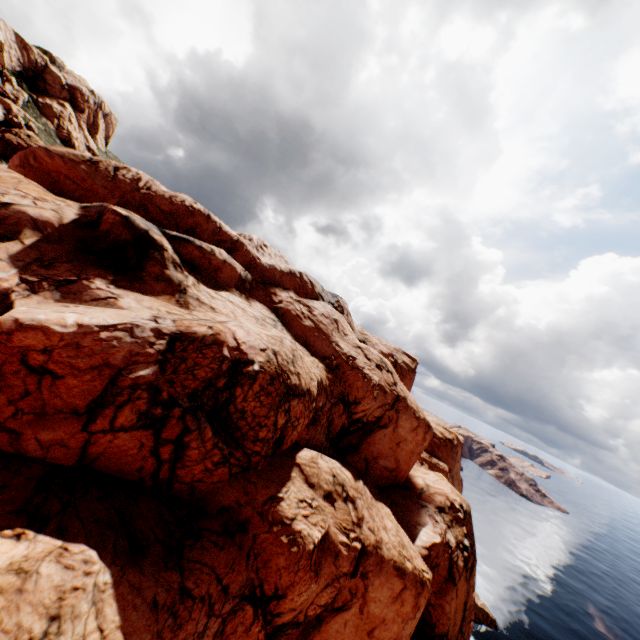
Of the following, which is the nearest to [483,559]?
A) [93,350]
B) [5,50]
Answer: [93,350]
